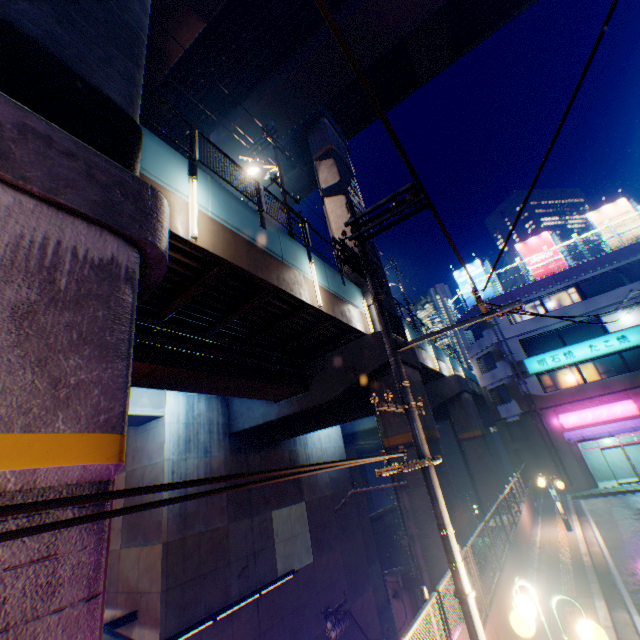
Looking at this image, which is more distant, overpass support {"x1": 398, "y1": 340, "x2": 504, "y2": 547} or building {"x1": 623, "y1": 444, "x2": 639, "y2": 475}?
building {"x1": 623, "y1": 444, "x2": 639, "y2": 475}

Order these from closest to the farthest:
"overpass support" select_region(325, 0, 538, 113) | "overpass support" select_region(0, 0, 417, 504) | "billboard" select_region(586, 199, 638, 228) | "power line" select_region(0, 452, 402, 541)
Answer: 1. "power line" select_region(0, 452, 402, 541)
2. "overpass support" select_region(0, 0, 417, 504)
3. "overpass support" select_region(325, 0, 538, 113)
4. "billboard" select_region(586, 199, 638, 228)

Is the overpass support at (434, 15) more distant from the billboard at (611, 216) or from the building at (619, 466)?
the billboard at (611, 216)

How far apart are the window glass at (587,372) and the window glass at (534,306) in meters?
4.4

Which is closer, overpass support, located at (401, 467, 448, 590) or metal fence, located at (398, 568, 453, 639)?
metal fence, located at (398, 568, 453, 639)

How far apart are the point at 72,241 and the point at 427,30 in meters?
22.9 m

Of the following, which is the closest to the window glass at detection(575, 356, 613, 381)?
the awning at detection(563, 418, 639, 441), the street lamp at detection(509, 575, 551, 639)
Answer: the awning at detection(563, 418, 639, 441)

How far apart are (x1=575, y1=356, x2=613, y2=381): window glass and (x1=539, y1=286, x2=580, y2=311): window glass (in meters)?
4.45
